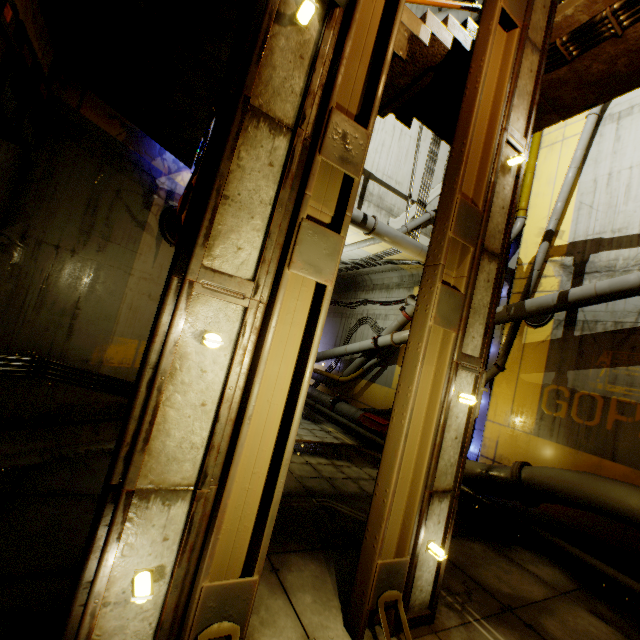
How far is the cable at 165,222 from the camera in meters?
6.4

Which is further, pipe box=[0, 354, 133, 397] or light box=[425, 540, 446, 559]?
pipe box=[0, 354, 133, 397]

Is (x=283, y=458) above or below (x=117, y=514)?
above

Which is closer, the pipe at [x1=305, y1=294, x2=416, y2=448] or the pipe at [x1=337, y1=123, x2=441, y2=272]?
the pipe at [x1=337, y1=123, x2=441, y2=272]

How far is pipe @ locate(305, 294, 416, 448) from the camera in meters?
12.0 m

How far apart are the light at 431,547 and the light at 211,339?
3.4 meters

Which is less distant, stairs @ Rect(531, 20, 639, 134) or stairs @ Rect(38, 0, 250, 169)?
stairs @ Rect(38, 0, 250, 169)

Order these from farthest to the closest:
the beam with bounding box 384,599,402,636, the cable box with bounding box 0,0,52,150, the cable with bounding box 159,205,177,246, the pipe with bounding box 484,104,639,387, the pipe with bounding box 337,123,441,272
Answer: the pipe with bounding box 337,123,441,272, the pipe with bounding box 484,104,639,387, the cable with bounding box 159,205,177,246, the beam with bounding box 384,599,402,636, the cable box with bounding box 0,0,52,150
